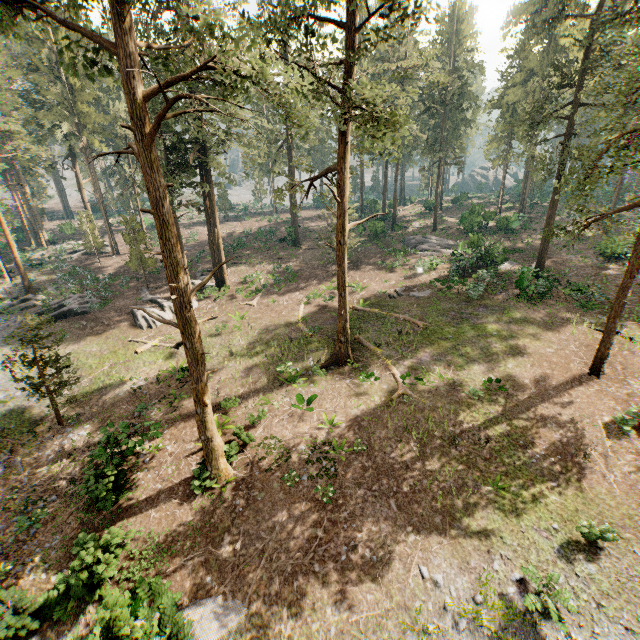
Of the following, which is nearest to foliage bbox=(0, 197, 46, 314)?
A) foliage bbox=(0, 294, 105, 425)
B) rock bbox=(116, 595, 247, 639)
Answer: foliage bbox=(0, 294, 105, 425)

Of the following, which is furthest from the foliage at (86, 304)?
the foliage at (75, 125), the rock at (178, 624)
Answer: the rock at (178, 624)

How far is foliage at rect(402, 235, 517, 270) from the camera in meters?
29.3

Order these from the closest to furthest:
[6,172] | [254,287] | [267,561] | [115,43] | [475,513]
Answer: [115,43], [267,561], [475,513], [254,287], [6,172]

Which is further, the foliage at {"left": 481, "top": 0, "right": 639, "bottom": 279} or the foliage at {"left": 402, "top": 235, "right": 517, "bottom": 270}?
the foliage at {"left": 402, "top": 235, "right": 517, "bottom": 270}

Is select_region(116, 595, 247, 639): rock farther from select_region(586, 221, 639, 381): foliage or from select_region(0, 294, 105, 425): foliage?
select_region(0, 294, 105, 425): foliage
